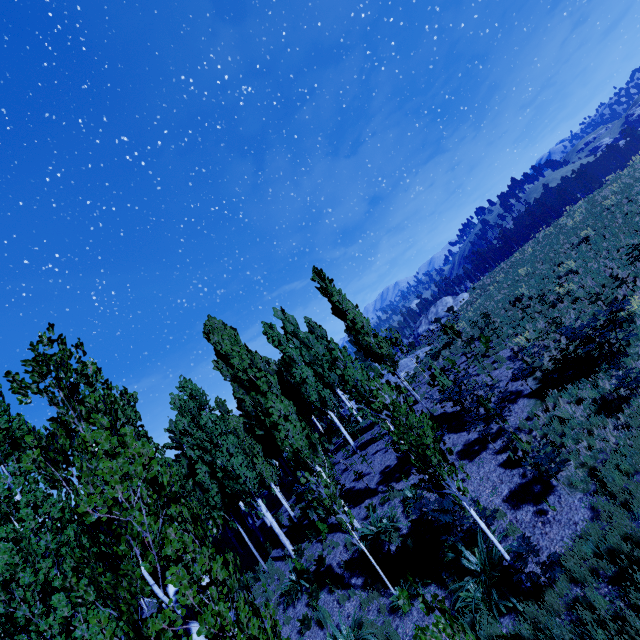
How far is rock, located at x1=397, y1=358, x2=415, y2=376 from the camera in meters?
25.7 m

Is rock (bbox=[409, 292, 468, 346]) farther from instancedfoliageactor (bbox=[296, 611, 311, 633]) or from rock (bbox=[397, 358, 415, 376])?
rock (bbox=[397, 358, 415, 376])

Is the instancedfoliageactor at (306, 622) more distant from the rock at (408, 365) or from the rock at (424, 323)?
the rock at (424, 323)

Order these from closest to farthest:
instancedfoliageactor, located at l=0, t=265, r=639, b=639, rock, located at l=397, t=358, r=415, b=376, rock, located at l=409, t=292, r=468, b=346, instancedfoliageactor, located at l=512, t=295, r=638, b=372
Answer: instancedfoliageactor, located at l=0, t=265, r=639, b=639
instancedfoliageactor, located at l=512, t=295, r=638, b=372
rock, located at l=397, t=358, r=415, b=376
rock, located at l=409, t=292, r=468, b=346

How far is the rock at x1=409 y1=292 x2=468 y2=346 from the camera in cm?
4169

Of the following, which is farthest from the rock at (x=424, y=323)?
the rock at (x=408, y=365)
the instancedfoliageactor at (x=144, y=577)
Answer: the rock at (x=408, y=365)

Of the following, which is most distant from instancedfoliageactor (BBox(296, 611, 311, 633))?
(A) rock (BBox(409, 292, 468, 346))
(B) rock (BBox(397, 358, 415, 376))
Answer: (A) rock (BBox(409, 292, 468, 346))

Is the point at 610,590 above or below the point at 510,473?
below
